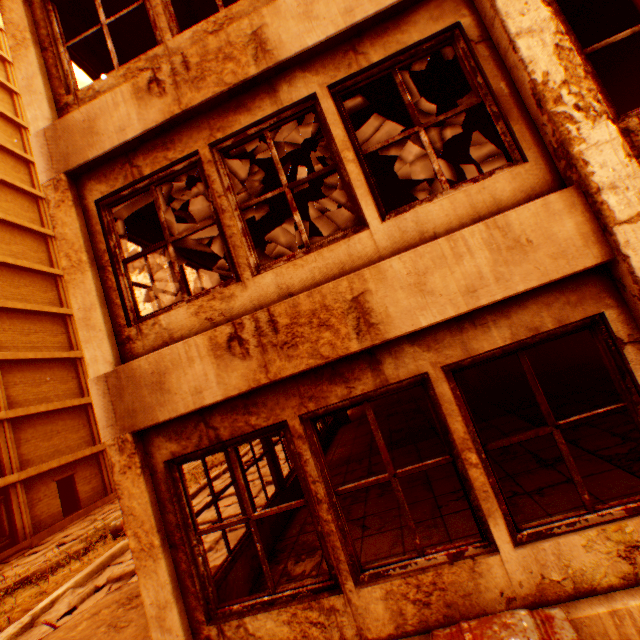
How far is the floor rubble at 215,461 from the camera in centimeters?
1747cm

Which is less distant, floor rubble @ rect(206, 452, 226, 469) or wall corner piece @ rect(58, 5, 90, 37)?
wall corner piece @ rect(58, 5, 90, 37)

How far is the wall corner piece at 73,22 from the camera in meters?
4.7 m

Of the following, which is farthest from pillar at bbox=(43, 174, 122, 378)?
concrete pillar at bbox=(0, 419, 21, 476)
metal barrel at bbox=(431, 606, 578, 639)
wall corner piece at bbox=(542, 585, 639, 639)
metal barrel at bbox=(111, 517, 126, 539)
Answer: concrete pillar at bbox=(0, 419, 21, 476)

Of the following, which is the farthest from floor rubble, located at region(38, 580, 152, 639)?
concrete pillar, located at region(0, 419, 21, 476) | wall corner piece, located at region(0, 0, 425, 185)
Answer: concrete pillar, located at region(0, 419, 21, 476)

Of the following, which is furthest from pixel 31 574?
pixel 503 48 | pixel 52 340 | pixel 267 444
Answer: pixel 52 340

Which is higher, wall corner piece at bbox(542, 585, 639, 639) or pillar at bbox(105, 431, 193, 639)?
pillar at bbox(105, 431, 193, 639)

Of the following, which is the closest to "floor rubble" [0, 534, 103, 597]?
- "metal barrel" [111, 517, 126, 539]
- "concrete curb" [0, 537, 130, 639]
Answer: "metal barrel" [111, 517, 126, 539]
